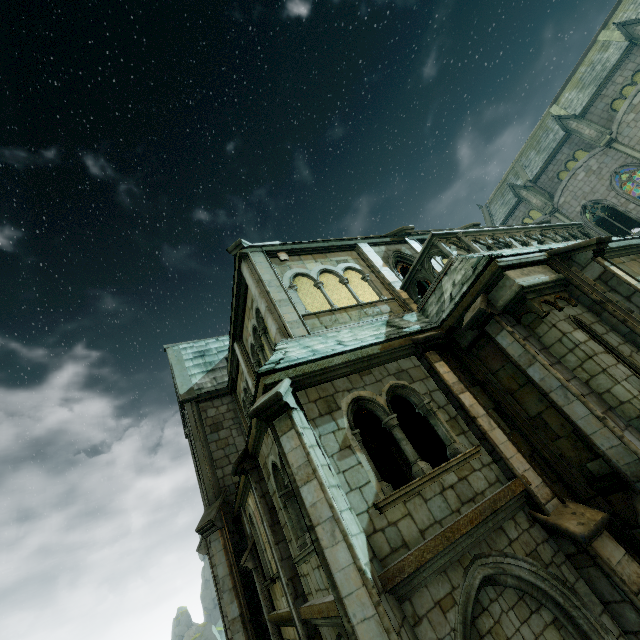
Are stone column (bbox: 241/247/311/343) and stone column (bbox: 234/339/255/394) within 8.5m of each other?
yes

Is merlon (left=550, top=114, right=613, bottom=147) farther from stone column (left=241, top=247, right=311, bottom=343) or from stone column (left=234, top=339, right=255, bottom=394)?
stone column (left=234, top=339, right=255, bottom=394)

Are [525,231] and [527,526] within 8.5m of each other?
no

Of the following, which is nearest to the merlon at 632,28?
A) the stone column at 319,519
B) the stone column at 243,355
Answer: the stone column at 243,355

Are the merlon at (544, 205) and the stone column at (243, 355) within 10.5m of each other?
no

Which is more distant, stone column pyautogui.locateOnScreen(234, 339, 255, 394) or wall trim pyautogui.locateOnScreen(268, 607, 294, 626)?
stone column pyautogui.locateOnScreen(234, 339, 255, 394)

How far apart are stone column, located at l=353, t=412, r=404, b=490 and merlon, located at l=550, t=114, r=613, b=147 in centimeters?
2944cm

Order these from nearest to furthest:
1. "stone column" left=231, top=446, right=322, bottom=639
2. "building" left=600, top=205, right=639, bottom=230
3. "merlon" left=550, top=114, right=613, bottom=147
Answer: "stone column" left=231, top=446, right=322, bottom=639
"merlon" left=550, top=114, right=613, bottom=147
"building" left=600, top=205, right=639, bottom=230
